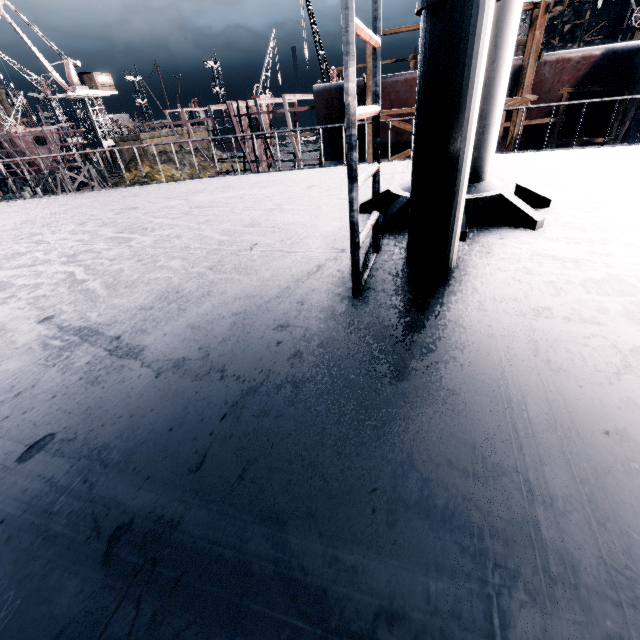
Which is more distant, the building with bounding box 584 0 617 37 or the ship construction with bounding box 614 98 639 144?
the building with bounding box 584 0 617 37

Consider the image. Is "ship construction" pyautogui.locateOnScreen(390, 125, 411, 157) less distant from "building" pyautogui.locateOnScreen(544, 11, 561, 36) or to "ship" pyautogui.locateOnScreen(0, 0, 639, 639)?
"ship" pyautogui.locateOnScreen(0, 0, 639, 639)

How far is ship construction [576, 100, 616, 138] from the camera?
18.14m

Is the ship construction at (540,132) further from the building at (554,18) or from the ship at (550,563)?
the building at (554,18)

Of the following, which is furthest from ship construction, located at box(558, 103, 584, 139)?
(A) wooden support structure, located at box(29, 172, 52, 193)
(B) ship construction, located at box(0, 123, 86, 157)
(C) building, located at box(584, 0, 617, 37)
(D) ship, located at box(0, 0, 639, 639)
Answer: A: (B) ship construction, located at box(0, 123, 86, 157)

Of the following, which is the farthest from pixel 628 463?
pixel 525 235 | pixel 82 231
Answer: pixel 82 231

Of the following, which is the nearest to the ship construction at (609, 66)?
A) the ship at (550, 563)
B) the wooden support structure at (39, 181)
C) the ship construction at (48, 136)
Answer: the ship at (550, 563)
